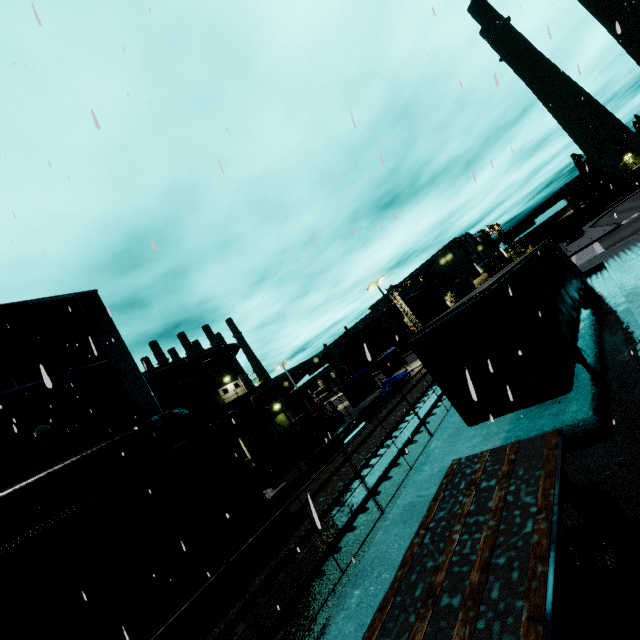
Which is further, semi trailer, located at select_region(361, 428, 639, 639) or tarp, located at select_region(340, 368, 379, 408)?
tarp, located at select_region(340, 368, 379, 408)

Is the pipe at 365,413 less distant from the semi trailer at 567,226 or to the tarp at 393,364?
the tarp at 393,364

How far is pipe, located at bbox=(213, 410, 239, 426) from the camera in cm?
3172

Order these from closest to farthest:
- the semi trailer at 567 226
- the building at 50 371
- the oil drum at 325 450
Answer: the building at 50 371 → the oil drum at 325 450 → the semi trailer at 567 226

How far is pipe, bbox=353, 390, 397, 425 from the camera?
24.5m

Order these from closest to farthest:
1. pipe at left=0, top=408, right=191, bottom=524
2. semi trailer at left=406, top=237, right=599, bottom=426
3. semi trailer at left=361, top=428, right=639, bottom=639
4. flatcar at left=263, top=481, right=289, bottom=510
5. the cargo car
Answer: semi trailer at left=361, top=428, right=639, bottom=639 < semi trailer at left=406, top=237, right=599, bottom=426 < the cargo car < pipe at left=0, top=408, right=191, bottom=524 < flatcar at left=263, top=481, right=289, bottom=510

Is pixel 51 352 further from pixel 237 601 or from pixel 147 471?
pixel 237 601

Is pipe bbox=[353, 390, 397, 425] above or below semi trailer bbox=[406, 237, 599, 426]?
below
